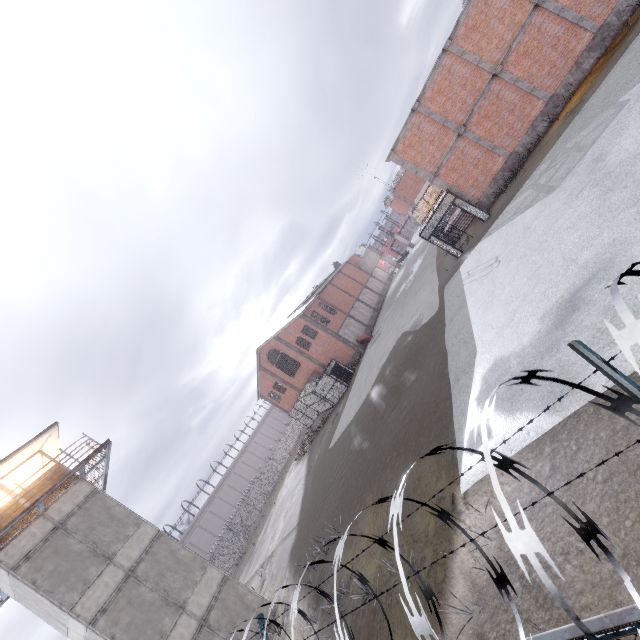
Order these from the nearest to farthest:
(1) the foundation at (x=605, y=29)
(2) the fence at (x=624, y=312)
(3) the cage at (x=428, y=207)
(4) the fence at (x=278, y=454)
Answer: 1. (2) the fence at (x=624, y=312)
2. (1) the foundation at (x=605, y=29)
3. (3) the cage at (x=428, y=207)
4. (4) the fence at (x=278, y=454)

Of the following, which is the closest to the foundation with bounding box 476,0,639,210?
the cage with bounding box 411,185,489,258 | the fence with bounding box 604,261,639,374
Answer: the cage with bounding box 411,185,489,258

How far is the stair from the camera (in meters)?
22.89

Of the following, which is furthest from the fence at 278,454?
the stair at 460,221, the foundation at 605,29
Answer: the stair at 460,221

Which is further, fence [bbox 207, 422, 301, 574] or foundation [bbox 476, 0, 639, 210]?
fence [bbox 207, 422, 301, 574]

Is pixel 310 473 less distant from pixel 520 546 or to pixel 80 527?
pixel 80 527

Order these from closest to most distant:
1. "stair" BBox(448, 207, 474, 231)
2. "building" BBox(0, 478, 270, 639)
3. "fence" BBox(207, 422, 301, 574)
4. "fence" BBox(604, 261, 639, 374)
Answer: "fence" BBox(604, 261, 639, 374) < "building" BBox(0, 478, 270, 639) < "stair" BBox(448, 207, 474, 231) < "fence" BBox(207, 422, 301, 574)

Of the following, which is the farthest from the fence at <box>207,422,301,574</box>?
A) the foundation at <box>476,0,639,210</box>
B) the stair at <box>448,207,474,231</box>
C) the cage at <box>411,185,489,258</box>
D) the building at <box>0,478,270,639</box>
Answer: the stair at <box>448,207,474,231</box>
